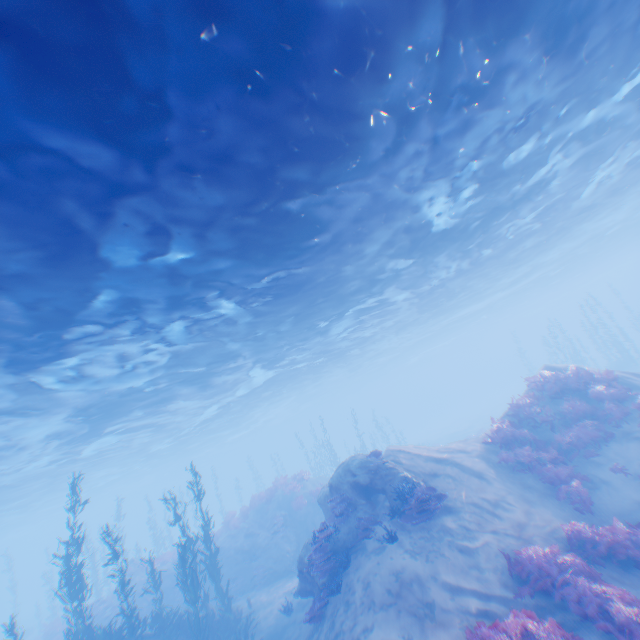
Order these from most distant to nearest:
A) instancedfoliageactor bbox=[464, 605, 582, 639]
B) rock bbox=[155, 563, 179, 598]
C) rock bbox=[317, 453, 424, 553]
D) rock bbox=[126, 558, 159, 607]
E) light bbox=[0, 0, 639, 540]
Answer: rock bbox=[155, 563, 179, 598] → rock bbox=[126, 558, 159, 607] → rock bbox=[317, 453, 424, 553] → instancedfoliageactor bbox=[464, 605, 582, 639] → light bbox=[0, 0, 639, 540]

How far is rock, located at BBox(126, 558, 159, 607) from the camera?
20.58m

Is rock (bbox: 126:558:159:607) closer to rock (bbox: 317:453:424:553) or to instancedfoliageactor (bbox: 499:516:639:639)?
rock (bbox: 317:453:424:553)

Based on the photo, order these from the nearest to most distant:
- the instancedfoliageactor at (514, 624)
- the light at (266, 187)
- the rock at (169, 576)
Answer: the light at (266, 187)
the instancedfoliageactor at (514, 624)
the rock at (169, 576)

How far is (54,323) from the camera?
10.5m

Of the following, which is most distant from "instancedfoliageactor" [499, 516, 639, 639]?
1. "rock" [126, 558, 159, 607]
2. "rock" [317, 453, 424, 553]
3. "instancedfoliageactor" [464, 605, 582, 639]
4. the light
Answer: "rock" [126, 558, 159, 607]

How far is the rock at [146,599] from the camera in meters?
20.6 m
